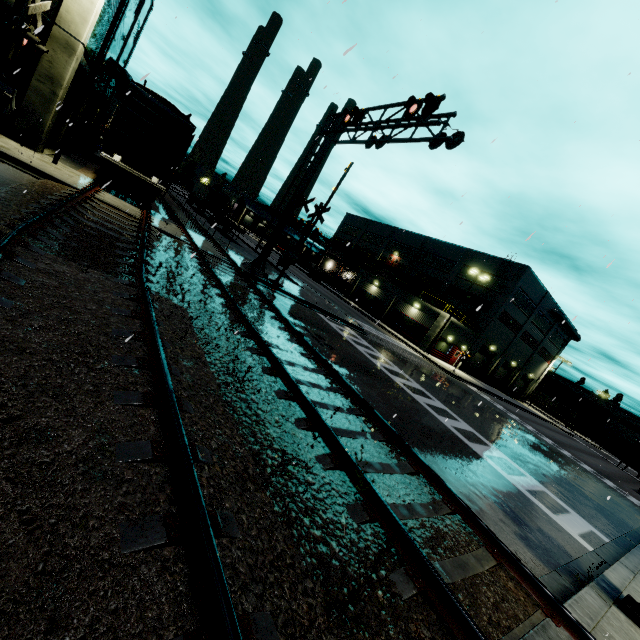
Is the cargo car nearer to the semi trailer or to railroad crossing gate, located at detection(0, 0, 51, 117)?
the semi trailer

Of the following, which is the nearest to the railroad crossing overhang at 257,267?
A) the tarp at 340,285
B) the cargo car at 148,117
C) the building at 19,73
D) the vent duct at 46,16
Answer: the cargo car at 148,117

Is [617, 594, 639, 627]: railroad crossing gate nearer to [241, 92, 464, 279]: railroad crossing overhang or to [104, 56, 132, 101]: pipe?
[241, 92, 464, 279]: railroad crossing overhang

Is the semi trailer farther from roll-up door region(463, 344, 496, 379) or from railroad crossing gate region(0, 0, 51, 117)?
railroad crossing gate region(0, 0, 51, 117)

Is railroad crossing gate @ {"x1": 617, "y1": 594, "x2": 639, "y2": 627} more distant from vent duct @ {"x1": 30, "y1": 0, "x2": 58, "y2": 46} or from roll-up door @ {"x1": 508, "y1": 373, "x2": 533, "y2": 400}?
roll-up door @ {"x1": 508, "y1": 373, "x2": 533, "y2": 400}

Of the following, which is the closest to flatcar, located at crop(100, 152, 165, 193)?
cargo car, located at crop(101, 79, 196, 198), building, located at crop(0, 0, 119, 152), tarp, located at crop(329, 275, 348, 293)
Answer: cargo car, located at crop(101, 79, 196, 198)

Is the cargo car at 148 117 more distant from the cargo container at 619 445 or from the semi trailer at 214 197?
the cargo container at 619 445

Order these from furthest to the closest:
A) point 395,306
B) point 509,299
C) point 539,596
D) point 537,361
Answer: point 537,361 → point 395,306 → point 509,299 → point 539,596
